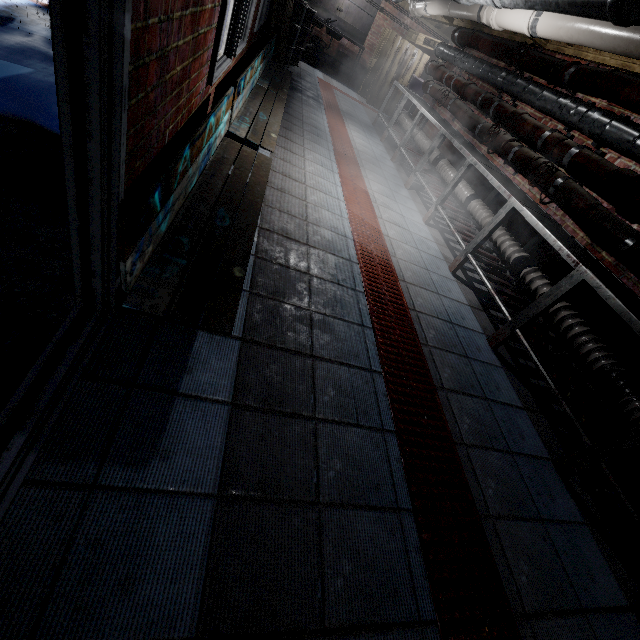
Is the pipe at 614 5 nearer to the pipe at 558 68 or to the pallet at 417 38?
the pipe at 558 68

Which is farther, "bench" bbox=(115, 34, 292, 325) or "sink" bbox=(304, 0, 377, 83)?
"sink" bbox=(304, 0, 377, 83)

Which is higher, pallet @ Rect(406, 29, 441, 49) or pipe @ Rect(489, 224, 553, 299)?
pallet @ Rect(406, 29, 441, 49)

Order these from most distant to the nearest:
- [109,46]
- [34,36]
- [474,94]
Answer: [474,94]
[34,36]
[109,46]

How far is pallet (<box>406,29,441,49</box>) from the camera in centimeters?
770cm

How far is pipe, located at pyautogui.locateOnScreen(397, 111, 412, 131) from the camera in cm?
593

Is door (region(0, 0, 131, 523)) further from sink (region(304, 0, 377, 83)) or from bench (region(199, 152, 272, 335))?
sink (region(304, 0, 377, 83))

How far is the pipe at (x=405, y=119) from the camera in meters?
5.9 m
